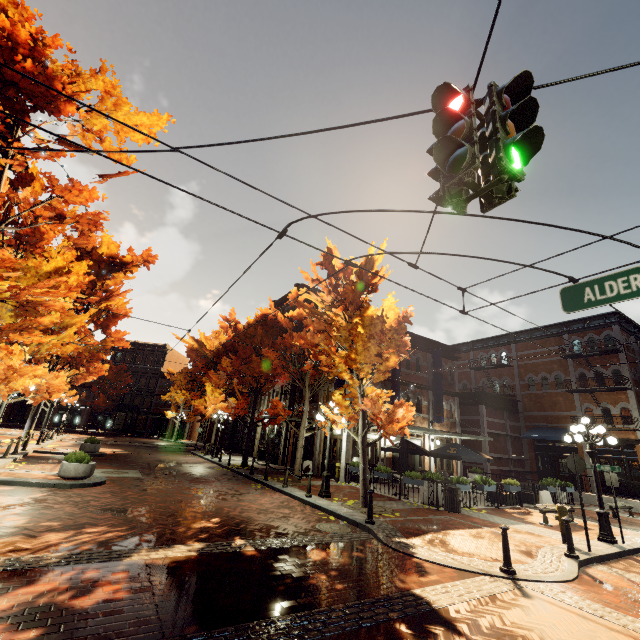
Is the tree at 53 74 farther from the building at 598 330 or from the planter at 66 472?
the planter at 66 472

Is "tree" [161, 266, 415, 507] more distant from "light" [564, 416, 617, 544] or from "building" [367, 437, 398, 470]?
"light" [564, 416, 617, 544]

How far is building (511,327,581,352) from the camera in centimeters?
2447cm

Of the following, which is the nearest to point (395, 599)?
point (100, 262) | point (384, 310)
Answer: point (384, 310)

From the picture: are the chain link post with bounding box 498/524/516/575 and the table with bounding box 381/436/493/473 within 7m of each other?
no

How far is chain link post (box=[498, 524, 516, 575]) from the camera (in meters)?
6.58

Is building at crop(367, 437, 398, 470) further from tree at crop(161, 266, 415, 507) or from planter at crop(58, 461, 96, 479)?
planter at crop(58, 461, 96, 479)

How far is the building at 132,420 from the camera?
48.7 meters
